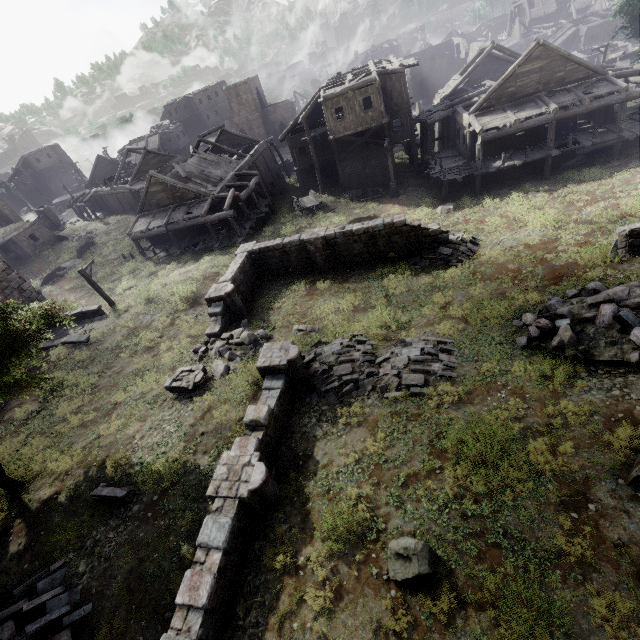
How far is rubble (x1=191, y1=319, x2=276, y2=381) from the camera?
14.98m

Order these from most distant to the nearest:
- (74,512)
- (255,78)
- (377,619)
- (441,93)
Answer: (255,78) < (441,93) < (74,512) < (377,619)

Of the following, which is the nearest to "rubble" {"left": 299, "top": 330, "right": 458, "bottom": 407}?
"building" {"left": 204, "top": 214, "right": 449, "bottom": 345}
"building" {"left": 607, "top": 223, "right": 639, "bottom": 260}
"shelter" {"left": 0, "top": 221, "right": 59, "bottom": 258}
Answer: "building" {"left": 204, "top": 214, "right": 449, "bottom": 345}

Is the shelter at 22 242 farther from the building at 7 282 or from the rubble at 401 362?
the rubble at 401 362

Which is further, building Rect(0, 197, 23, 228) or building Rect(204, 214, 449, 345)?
building Rect(0, 197, 23, 228)

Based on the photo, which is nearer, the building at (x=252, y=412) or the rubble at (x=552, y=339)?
the building at (x=252, y=412)

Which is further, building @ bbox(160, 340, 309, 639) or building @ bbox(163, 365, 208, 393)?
building @ bbox(163, 365, 208, 393)

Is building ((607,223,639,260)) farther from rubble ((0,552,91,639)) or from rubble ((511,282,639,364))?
rubble ((0,552,91,639))
